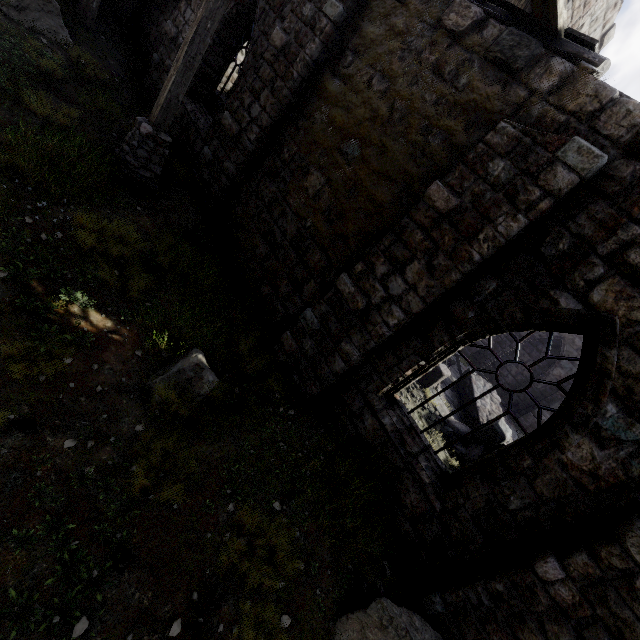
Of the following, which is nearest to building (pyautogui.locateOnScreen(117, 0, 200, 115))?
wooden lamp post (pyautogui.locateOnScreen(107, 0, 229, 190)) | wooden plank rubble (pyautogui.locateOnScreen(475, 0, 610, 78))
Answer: wooden plank rubble (pyautogui.locateOnScreen(475, 0, 610, 78))

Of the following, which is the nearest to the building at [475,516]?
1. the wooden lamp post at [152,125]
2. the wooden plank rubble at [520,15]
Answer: the wooden plank rubble at [520,15]

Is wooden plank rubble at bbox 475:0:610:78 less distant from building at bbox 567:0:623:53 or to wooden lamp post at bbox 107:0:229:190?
building at bbox 567:0:623:53

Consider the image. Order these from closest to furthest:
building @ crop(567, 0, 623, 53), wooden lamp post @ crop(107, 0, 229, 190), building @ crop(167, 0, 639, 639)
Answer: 1. building @ crop(167, 0, 639, 639)
2. wooden lamp post @ crop(107, 0, 229, 190)
3. building @ crop(567, 0, 623, 53)

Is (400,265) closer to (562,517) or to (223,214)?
(562,517)

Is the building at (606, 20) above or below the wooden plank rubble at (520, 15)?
above
